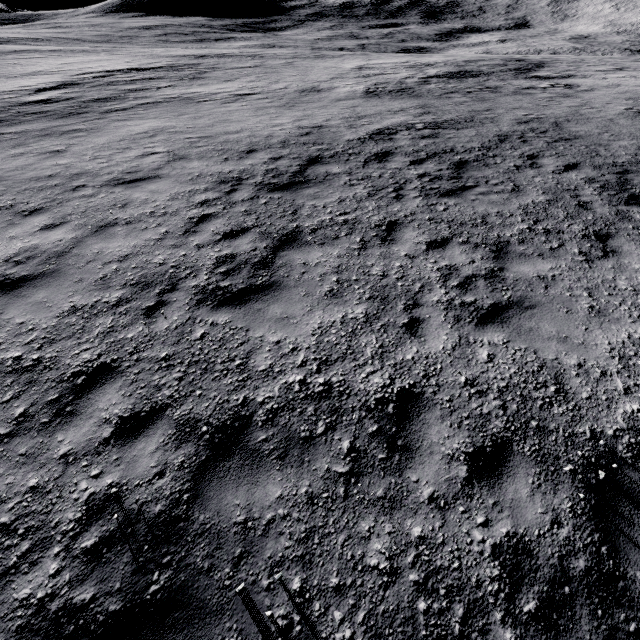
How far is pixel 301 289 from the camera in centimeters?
544cm
